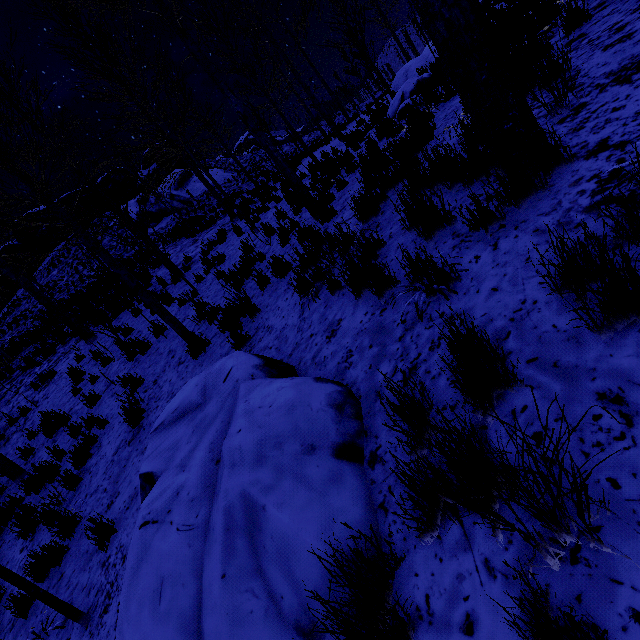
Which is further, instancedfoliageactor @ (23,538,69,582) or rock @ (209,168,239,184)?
rock @ (209,168,239,184)

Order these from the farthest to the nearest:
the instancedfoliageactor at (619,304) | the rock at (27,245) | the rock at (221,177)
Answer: the rock at (221,177) → the rock at (27,245) → the instancedfoliageactor at (619,304)

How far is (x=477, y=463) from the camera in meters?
1.2

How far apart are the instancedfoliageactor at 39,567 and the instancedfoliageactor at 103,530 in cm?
97

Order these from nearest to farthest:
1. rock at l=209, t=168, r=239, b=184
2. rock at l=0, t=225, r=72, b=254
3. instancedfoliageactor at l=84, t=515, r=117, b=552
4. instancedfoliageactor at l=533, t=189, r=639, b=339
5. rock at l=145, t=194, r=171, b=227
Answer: instancedfoliageactor at l=533, t=189, r=639, b=339 < instancedfoliageactor at l=84, t=515, r=117, b=552 < rock at l=145, t=194, r=171, b=227 < rock at l=0, t=225, r=72, b=254 < rock at l=209, t=168, r=239, b=184

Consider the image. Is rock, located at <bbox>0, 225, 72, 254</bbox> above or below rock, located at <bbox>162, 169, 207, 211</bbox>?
above

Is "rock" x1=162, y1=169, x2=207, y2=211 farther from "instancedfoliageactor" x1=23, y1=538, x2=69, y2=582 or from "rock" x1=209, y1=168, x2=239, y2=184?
"instancedfoliageactor" x1=23, y1=538, x2=69, y2=582

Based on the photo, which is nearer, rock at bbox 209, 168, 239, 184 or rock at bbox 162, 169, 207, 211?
rock at bbox 162, 169, 207, 211
